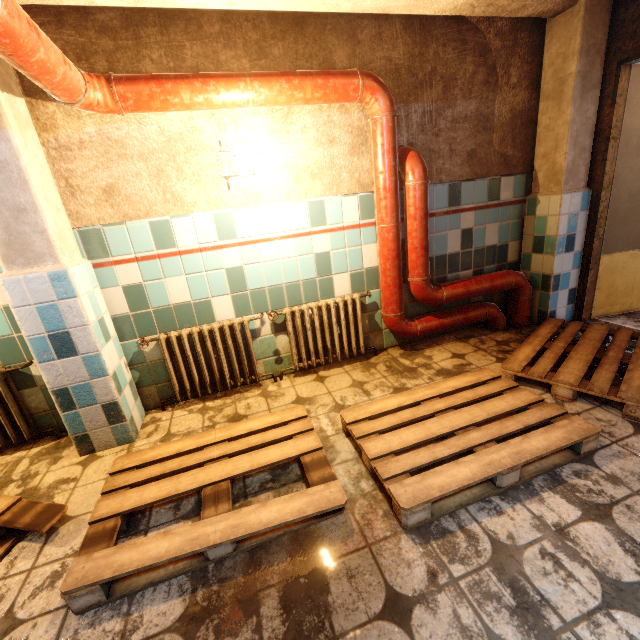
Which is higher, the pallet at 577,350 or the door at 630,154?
the door at 630,154

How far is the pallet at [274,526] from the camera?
1.3m

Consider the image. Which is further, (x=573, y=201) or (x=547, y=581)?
(x=573, y=201)

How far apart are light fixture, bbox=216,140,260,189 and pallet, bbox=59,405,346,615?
1.7 meters

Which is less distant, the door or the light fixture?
the light fixture

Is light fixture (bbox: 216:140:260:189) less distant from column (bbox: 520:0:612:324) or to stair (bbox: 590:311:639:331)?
column (bbox: 520:0:612:324)

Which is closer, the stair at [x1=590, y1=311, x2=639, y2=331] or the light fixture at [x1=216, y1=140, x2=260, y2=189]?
the light fixture at [x1=216, y1=140, x2=260, y2=189]

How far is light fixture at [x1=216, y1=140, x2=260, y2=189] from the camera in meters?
2.2
